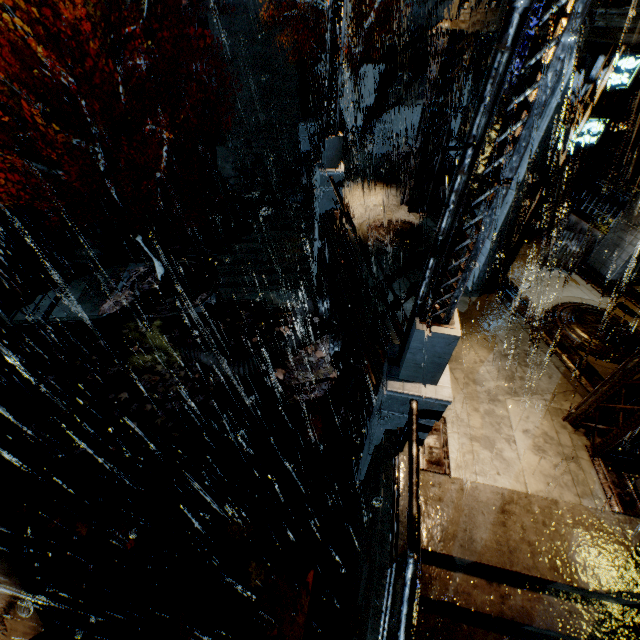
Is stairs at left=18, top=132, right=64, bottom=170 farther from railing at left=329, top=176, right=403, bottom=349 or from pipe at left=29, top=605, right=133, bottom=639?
pipe at left=29, top=605, right=133, bottom=639

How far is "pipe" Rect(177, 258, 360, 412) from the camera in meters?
10.0 m

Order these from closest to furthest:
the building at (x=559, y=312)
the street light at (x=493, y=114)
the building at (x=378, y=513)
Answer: the street light at (x=493, y=114), the building at (x=378, y=513), the building at (x=559, y=312)

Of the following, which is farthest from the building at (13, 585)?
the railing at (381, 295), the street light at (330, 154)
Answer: the street light at (330, 154)

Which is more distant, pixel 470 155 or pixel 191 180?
pixel 191 180

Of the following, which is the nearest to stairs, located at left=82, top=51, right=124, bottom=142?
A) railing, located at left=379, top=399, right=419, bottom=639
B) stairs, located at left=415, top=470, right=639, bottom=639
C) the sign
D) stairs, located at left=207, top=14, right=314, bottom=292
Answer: stairs, located at left=207, top=14, right=314, bottom=292

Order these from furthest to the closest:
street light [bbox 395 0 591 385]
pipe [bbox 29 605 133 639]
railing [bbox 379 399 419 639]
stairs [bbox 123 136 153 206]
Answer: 1. stairs [bbox 123 136 153 206]
2. pipe [bbox 29 605 133 639]
3. railing [bbox 379 399 419 639]
4. street light [bbox 395 0 591 385]

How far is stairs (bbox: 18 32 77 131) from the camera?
19.6m
